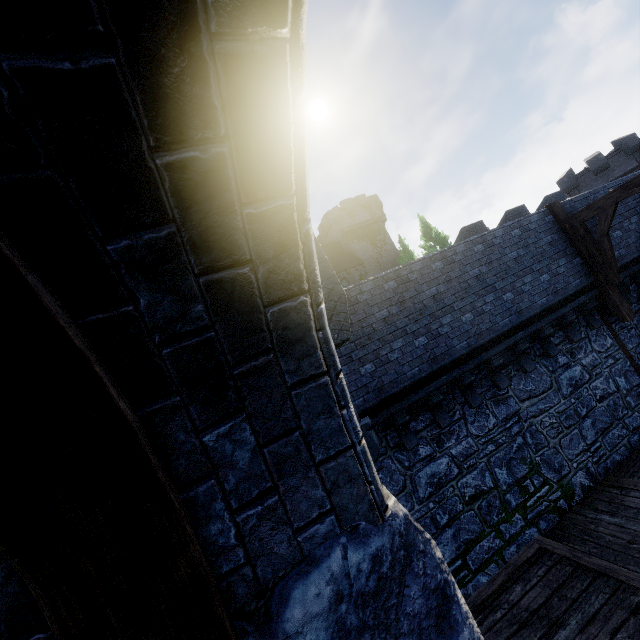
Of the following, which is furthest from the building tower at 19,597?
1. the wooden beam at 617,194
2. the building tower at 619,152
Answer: the building tower at 619,152

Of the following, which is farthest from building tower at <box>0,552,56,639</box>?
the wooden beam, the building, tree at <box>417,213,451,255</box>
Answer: tree at <box>417,213,451,255</box>

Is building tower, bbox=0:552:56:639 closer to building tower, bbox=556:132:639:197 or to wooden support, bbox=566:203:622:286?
wooden support, bbox=566:203:622:286

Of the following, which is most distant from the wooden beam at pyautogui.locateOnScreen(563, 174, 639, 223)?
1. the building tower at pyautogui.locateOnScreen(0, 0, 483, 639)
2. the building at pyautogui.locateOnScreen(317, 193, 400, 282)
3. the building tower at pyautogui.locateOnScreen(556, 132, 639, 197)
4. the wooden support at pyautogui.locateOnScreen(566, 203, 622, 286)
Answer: the building tower at pyautogui.locateOnScreen(556, 132, 639, 197)

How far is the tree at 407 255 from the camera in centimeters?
3459cm

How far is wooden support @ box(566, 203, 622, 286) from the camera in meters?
8.7 m

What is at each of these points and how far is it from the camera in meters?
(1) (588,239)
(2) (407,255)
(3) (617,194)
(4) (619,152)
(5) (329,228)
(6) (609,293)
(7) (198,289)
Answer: (1) wooden support, 9.1
(2) tree, 34.6
(3) wooden beam, 8.2
(4) building tower, 32.6
(5) building, 43.7
(6) wooden post, 9.2
(7) building tower, 0.9

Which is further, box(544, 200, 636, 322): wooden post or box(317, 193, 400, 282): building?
box(317, 193, 400, 282): building
